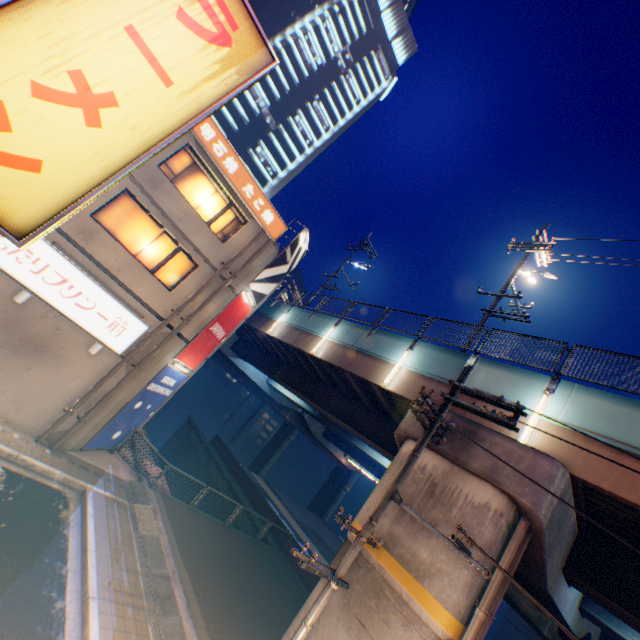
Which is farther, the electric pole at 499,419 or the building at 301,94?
the building at 301,94

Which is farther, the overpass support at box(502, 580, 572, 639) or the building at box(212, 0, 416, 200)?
the building at box(212, 0, 416, 200)

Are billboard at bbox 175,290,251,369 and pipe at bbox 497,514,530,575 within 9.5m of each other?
no

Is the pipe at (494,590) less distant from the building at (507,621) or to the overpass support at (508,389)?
the overpass support at (508,389)

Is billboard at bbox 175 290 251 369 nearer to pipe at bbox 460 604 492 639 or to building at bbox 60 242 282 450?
building at bbox 60 242 282 450

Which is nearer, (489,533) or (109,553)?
(489,533)

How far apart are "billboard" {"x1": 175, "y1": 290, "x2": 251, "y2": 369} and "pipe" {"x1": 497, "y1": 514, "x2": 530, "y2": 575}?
12.74m

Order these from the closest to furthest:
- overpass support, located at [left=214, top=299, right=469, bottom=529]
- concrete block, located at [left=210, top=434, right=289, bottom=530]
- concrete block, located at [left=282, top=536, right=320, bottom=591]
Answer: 1. overpass support, located at [left=214, top=299, right=469, bottom=529]
2. concrete block, located at [left=282, top=536, right=320, bottom=591]
3. concrete block, located at [left=210, top=434, right=289, bottom=530]
